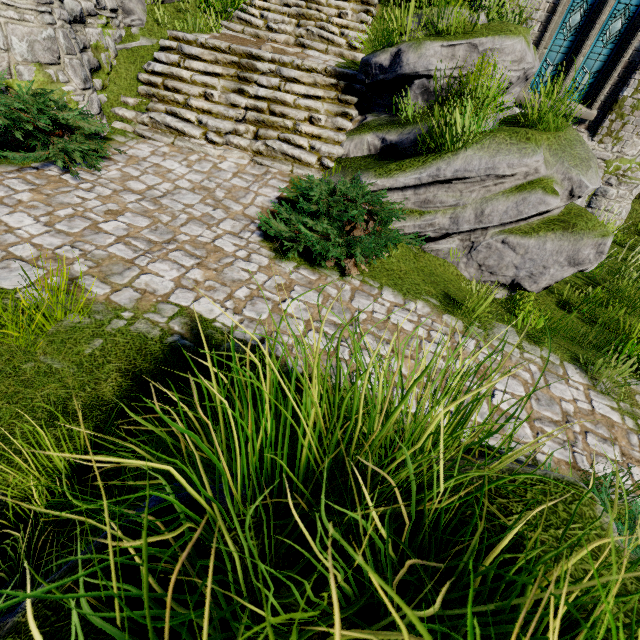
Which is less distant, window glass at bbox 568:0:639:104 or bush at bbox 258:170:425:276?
bush at bbox 258:170:425:276

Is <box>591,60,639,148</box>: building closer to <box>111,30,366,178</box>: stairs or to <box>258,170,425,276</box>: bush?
<box>111,30,366,178</box>: stairs

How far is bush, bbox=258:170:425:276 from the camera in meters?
4.6 m

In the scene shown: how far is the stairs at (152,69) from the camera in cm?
658

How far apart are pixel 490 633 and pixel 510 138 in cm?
611

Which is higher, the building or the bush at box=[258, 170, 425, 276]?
the building

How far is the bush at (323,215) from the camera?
4.6 meters
